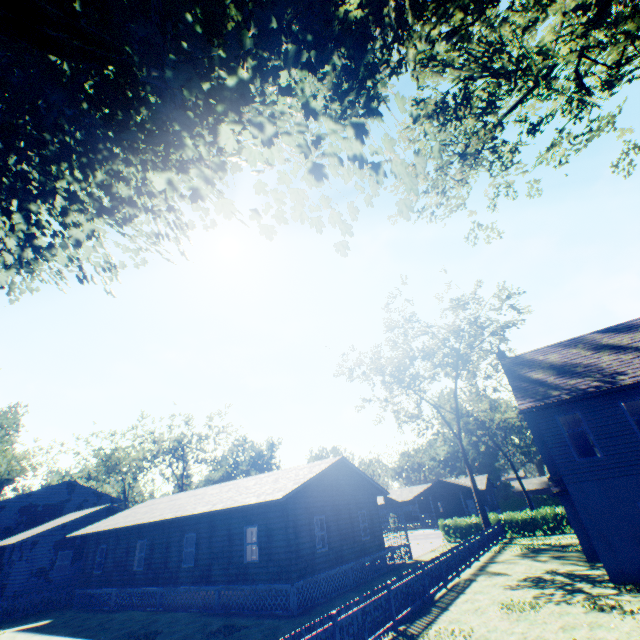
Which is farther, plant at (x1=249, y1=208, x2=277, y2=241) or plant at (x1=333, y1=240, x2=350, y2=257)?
plant at (x1=333, y1=240, x2=350, y2=257)

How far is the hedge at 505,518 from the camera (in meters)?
27.83

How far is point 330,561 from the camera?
17.1 meters

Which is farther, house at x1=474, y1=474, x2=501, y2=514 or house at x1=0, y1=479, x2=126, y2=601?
house at x1=474, y1=474, x2=501, y2=514

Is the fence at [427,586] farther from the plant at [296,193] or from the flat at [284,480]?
the flat at [284,480]

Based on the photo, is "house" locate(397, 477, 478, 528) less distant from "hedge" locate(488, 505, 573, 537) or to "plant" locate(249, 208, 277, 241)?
"hedge" locate(488, 505, 573, 537)

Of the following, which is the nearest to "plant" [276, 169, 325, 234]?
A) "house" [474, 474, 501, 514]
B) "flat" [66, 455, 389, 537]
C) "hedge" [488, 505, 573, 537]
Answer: "flat" [66, 455, 389, 537]

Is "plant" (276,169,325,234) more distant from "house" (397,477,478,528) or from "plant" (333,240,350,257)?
"house" (397,477,478,528)
